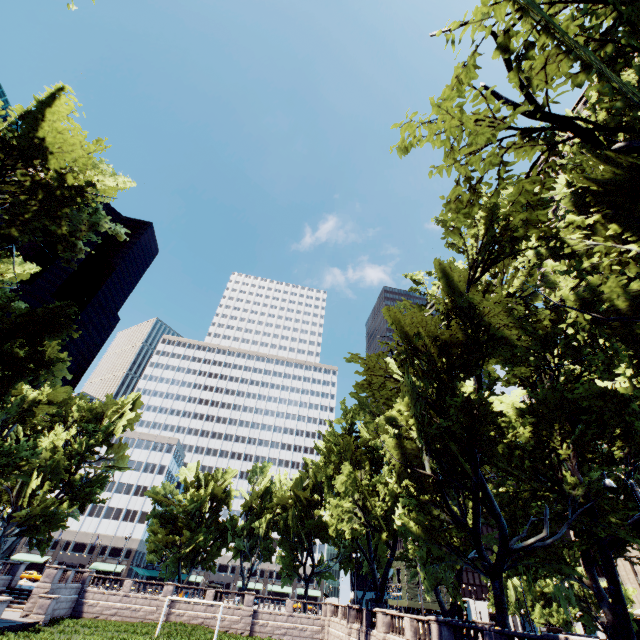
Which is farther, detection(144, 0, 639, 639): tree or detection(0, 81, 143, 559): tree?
detection(0, 81, 143, 559): tree

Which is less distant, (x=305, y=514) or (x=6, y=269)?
(x=6, y=269)

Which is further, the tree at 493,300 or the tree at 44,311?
the tree at 44,311
